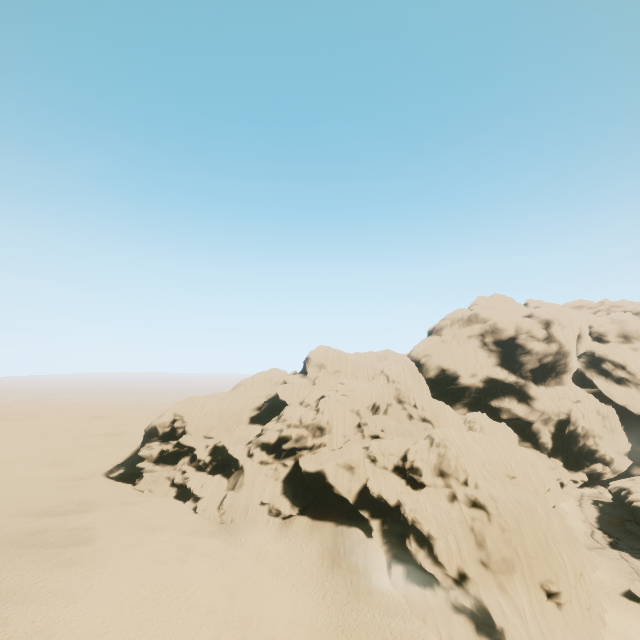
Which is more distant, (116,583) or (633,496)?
(633,496)

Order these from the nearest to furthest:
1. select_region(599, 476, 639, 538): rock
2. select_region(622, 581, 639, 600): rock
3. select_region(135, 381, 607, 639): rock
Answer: select_region(135, 381, 607, 639): rock
select_region(622, 581, 639, 600): rock
select_region(599, 476, 639, 538): rock

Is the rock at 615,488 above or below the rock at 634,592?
above

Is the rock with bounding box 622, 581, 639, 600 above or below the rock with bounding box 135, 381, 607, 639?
below

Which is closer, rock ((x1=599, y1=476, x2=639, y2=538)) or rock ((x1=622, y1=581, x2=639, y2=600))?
rock ((x1=622, y1=581, x2=639, y2=600))
